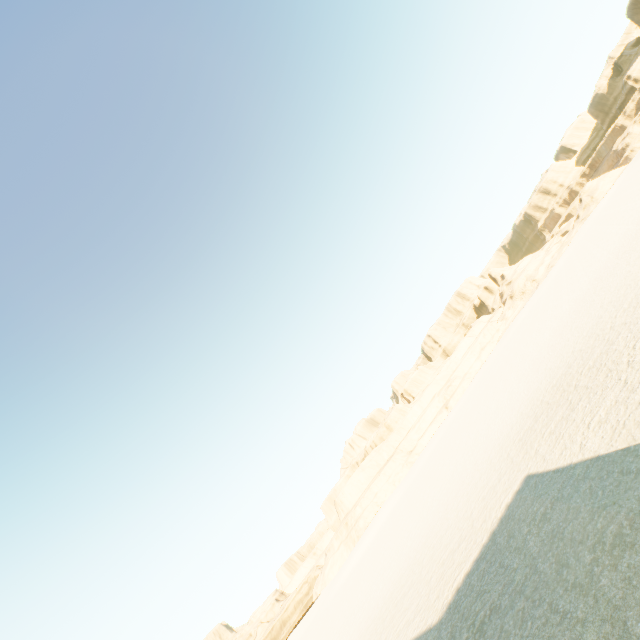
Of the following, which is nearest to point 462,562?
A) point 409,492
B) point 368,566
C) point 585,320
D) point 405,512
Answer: point 585,320
